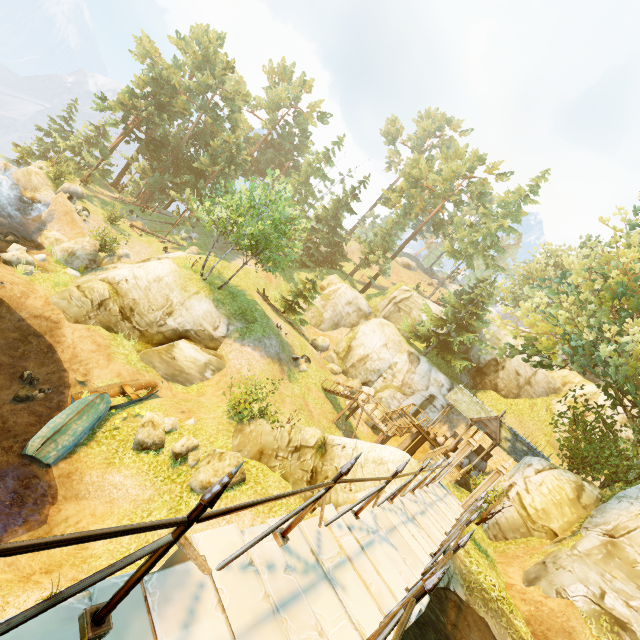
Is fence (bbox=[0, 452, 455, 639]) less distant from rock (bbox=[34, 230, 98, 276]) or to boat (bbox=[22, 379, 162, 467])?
boat (bbox=[22, 379, 162, 467])

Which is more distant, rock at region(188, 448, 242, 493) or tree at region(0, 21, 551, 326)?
tree at region(0, 21, 551, 326)

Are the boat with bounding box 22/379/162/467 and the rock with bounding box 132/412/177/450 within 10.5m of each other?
yes

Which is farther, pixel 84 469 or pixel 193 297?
pixel 193 297

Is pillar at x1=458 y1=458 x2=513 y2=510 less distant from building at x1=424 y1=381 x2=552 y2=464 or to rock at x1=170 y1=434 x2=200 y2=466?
rock at x1=170 y1=434 x2=200 y2=466

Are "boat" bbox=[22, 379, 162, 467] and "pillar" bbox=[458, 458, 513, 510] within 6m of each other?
no

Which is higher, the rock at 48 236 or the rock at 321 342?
the rock at 321 342

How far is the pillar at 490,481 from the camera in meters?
12.1
